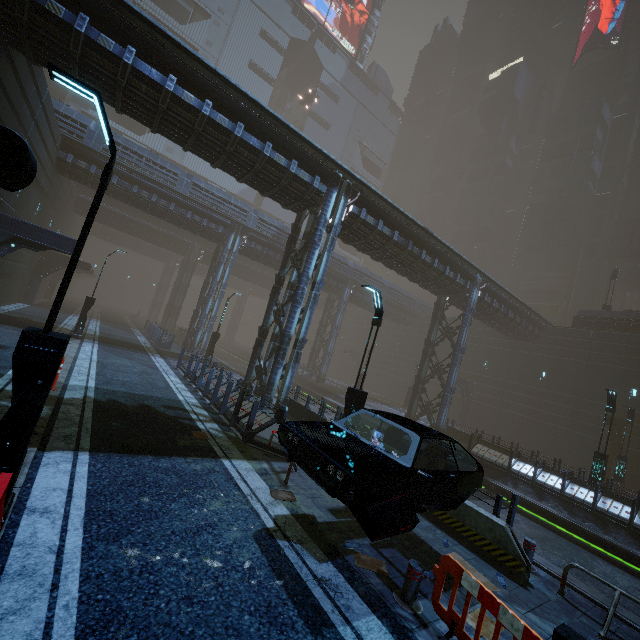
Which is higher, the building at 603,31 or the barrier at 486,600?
the building at 603,31

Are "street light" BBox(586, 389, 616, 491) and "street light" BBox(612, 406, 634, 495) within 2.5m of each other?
no

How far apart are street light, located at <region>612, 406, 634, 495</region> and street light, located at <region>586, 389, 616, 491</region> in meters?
6.7

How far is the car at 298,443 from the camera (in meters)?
4.69

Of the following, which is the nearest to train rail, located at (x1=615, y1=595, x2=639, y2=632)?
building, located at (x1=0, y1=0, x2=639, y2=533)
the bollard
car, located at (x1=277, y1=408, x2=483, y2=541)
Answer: building, located at (x1=0, y1=0, x2=639, y2=533)

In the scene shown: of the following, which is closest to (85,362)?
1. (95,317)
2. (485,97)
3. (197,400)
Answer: (197,400)

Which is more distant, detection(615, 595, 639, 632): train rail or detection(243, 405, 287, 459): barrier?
detection(243, 405, 287, 459): barrier

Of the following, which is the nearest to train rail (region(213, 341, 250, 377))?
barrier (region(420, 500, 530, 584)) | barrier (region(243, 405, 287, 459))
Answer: barrier (region(420, 500, 530, 584))
